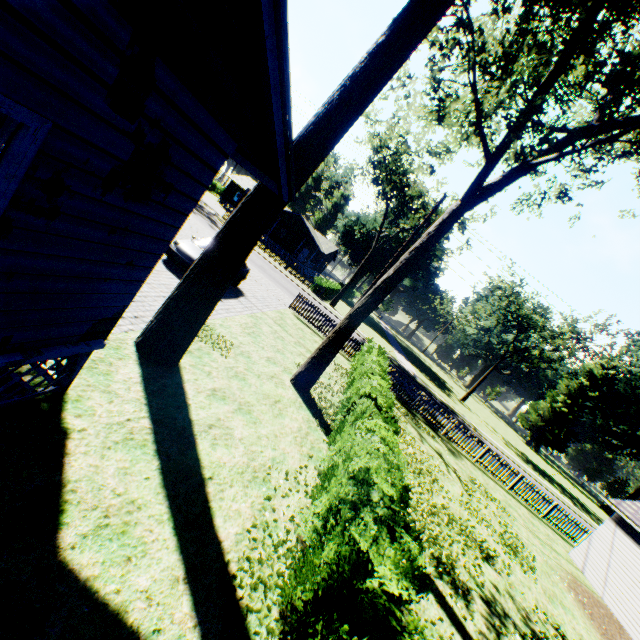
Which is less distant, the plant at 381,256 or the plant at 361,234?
the plant at 361,234

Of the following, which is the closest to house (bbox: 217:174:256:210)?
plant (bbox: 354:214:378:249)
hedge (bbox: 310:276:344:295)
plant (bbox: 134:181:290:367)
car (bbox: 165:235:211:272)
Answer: hedge (bbox: 310:276:344:295)

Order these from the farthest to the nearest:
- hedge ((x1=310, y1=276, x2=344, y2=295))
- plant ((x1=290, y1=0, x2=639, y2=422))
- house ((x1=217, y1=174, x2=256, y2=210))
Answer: house ((x1=217, y1=174, x2=256, y2=210)) → hedge ((x1=310, y1=276, x2=344, y2=295)) → plant ((x1=290, y1=0, x2=639, y2=422))

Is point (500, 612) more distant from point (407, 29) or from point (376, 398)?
point (407, 29)

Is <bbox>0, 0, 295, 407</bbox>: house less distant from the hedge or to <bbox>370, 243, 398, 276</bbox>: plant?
A: <bbox>370, 243, 398, 276</bbox>: plant

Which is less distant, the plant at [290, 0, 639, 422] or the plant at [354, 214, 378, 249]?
the plant at [290, 0, 639, 422]

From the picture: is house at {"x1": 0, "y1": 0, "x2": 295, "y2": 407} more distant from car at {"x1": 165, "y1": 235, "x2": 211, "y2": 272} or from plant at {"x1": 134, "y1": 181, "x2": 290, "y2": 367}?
car at {"x1": 165, "y1": 235, "x2": 211, "y2": 272}

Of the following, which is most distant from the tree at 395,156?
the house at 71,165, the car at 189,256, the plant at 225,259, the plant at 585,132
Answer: the house at 71,165
